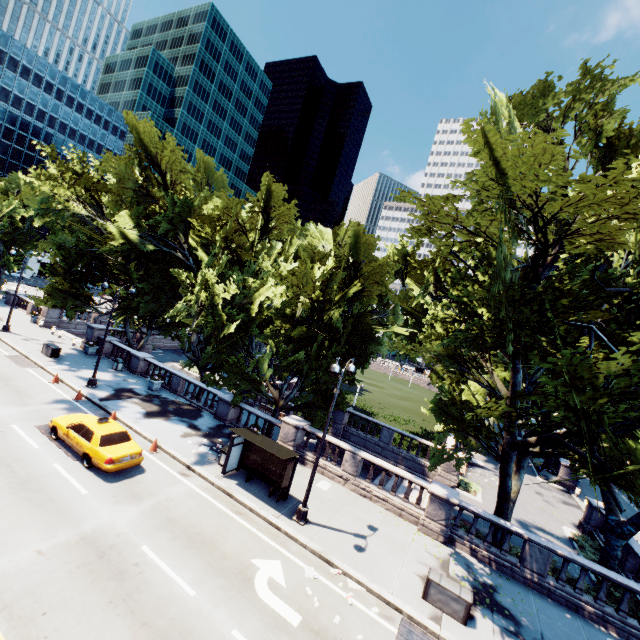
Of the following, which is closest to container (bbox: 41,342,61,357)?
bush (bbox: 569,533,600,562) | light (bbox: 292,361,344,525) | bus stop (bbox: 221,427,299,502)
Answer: bus stop (bbox: 221,427,299,502)

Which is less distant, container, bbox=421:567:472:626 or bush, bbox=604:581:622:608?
container, bbox=421:567:472:626

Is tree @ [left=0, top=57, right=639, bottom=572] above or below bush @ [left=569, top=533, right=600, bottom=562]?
above

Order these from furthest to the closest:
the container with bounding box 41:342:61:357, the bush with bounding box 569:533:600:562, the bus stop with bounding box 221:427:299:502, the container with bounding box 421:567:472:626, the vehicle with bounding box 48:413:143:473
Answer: the container with bounding box 41:342:61:357
the bush with bounding box 569:533:600:562
the bus stop with bounding box 221:427:299:502
the vehicle with bounding box 48:413:143:473
the container with bounding box 421:567:472:626

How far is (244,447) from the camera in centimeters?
1677cm

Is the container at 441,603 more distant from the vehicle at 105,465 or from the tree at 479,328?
the vehicle at 105,465

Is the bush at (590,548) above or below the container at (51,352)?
below

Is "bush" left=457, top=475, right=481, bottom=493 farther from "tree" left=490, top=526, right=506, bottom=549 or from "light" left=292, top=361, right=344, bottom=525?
"light" left=292, top=361, right=344, bottom=525
